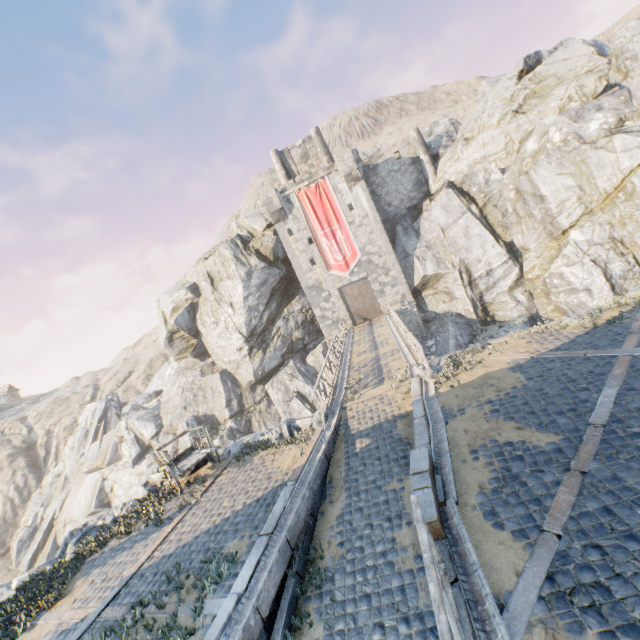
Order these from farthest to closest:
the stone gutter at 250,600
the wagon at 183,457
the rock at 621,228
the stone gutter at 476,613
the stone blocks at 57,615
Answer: the rock at 621,228
the wagon at 183,457
the stone blocks at 57,615
the stone gutter at 250,600
the stone gutter at 476,613

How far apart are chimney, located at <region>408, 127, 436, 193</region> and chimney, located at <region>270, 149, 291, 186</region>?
11.9m

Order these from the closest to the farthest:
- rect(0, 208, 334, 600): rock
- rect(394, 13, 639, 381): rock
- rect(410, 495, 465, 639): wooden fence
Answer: rect(410, 495, 465, 639): wooden fence < rect(394, 13, 639, 381): rock < rect(0, 208, 334, 600): rock

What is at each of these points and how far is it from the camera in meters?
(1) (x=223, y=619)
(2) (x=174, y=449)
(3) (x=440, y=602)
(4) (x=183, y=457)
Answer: (1) stone blocks, 5.6 m
(2) rock, 31.1 m
(3) wooden fence, 3.4 m
(4) wagon, 12.9 m

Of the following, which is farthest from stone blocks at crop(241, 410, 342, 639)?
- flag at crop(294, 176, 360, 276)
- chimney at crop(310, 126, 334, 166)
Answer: chimney at crop(310, 126, 334, 166)

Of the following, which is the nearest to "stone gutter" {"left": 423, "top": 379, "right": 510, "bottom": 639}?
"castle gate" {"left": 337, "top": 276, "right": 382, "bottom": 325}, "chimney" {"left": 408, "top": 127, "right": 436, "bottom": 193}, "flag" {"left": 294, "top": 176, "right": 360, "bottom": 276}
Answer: "flag" {"left": 294, "top": 176, "right": 360, "bottom": 276}

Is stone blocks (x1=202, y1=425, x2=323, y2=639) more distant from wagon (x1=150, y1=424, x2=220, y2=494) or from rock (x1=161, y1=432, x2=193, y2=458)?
wagon (x1=150, y1=424, x2=220, y2=494)

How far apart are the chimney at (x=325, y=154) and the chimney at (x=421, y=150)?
7.3 meters
